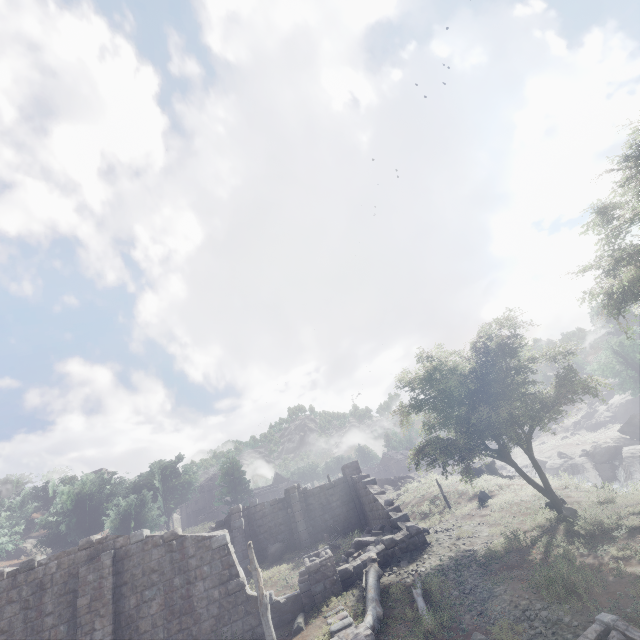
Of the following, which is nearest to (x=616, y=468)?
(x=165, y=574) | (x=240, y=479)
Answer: (x=240, y=479)

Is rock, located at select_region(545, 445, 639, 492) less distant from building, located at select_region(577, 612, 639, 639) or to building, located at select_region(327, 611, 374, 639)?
building, located at select_region(327, 611, 374, 639)

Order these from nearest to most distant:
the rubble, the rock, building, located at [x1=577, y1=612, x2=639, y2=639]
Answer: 1. building, located at [x1=577, y1=612, x2=639, y2=639]
2. the rubble
3. the rock

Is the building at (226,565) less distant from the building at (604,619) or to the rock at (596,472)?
the rock at (596,472)

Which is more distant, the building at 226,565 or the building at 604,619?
the building at 226,565

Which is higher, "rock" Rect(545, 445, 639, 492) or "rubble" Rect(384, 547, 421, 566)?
"rubble" Rect(384, 547, 421, 566)

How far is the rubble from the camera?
14.8m

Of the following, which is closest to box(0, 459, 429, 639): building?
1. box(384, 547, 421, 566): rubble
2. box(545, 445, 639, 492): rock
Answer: box(384, 547, 421, 566): rubble
